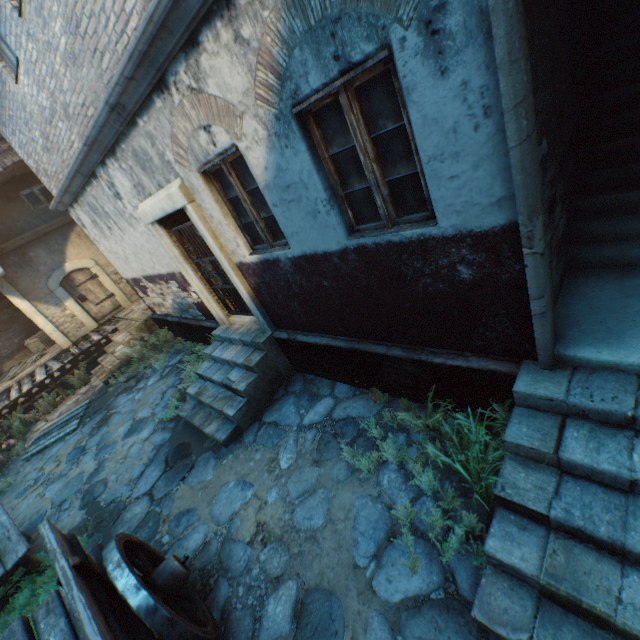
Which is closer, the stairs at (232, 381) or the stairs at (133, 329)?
the stairs at (232, 381)

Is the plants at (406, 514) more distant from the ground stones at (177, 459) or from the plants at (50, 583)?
the plants at (50, 583)

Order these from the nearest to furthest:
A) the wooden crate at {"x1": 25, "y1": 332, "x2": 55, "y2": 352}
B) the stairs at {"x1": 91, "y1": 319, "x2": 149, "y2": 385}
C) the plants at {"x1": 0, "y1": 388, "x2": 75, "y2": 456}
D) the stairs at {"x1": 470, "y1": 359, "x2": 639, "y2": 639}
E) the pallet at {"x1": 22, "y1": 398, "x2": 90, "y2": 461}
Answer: the stairs at {"x1": 470, "y1": 359, "x2": 639, "y2": 639}
the pallet at {"x1": 22, "y1": 398, "x2": 90, "y2": 461}
the plants at {"x1": 0, "y1": 388, "x2": 75, "y2": 456}
the stairs at {"x1": 91, "y1": 319, "x2": 149, "y2": 385}
the wooden crate at {"x1": 25, "y1": 332, "x2": 55, "y2": 352}

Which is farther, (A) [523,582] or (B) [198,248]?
(B) [198,248]

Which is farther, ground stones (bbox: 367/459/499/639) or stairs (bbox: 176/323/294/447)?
stairs (bbox: 176/323/294/447)

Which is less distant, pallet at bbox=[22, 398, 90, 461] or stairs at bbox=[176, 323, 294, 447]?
stairs at bbox=[176, 323, 294, 447]

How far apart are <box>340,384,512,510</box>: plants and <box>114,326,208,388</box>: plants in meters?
7.8 m

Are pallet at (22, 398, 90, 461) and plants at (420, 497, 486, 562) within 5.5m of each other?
no
